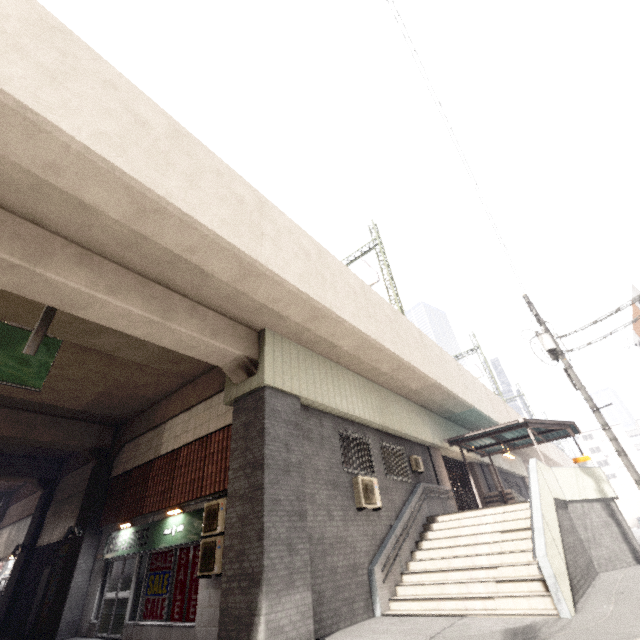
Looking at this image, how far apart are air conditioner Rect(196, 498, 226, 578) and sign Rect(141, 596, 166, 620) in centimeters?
203cm

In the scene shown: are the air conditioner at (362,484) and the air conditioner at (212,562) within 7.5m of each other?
yes

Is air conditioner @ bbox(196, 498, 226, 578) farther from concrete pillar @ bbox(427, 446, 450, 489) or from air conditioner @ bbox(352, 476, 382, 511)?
concrete pillar @ bbox(427, 446, 450, 489)

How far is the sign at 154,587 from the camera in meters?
9.0 m

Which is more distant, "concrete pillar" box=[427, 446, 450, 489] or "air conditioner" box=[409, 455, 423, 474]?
"concrete pillar" box=[427, 446, 450, 489]

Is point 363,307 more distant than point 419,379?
No

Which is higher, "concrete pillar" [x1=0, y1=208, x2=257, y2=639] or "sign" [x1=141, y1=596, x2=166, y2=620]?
"concrete pillar" [x1=0, y1=208, x2=257, y2=639]

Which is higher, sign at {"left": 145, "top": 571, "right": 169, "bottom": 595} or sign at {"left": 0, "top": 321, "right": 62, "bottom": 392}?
sign at {"left": 0, "top": 321, "right": 62, "bottom": 392}
